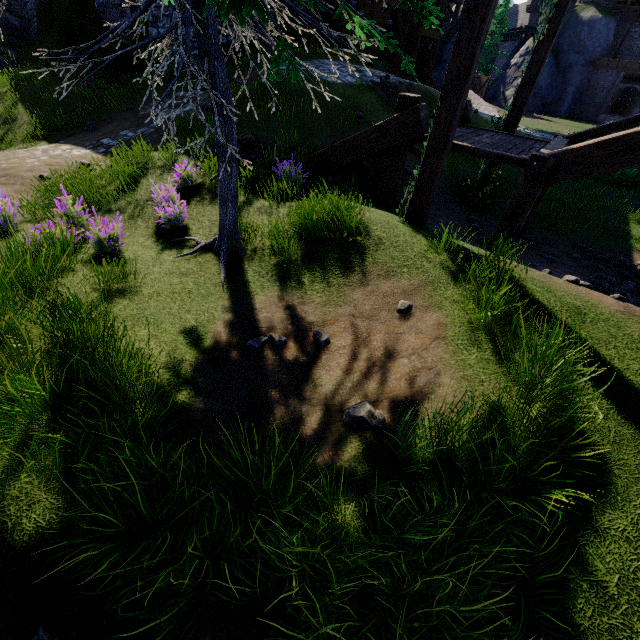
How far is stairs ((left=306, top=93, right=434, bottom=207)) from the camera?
6.3m

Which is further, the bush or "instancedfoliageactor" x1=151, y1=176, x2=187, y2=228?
the bush

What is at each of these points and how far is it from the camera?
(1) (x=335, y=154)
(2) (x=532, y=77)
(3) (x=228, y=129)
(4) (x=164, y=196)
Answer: (1) stairs, 7.65m
(2) wooden post, 8.26m
(3) instancedfoliageactor, 4.35m
(4) instancedfoliageactor, 6.22m

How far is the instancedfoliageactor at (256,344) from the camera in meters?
3.9 m

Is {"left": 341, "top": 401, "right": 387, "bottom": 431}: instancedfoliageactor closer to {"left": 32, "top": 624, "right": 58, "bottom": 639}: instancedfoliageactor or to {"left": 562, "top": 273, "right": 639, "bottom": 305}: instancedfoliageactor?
{"left": 32, "top": 624, "right": 58, "bottom": 639}: instancedfoliageactor

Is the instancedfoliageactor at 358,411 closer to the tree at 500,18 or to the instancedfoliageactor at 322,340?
the instancedfoliageactor at 322,340

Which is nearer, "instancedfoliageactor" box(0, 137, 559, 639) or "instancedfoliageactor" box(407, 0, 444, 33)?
"instancedfoliageactor" box(0, 137, 559, 639)

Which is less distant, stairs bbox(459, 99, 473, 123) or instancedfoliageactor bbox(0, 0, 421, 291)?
instancedfoliageactor bbox(0, 0, 421, 291)
